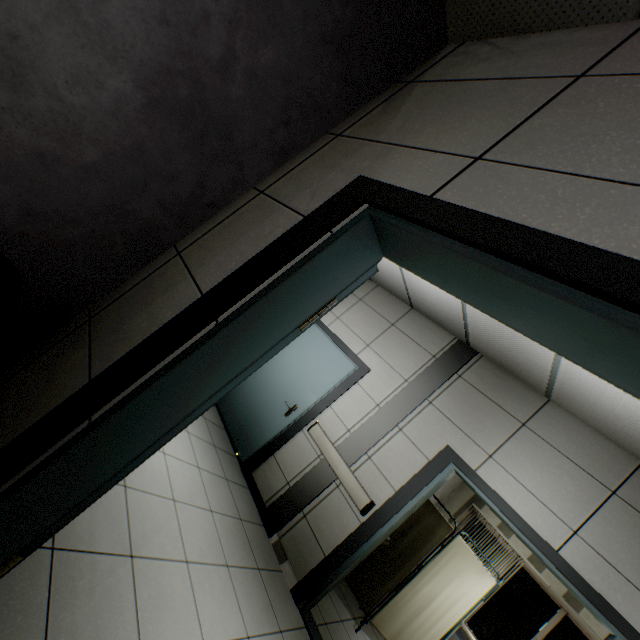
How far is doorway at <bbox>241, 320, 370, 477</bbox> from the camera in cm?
425

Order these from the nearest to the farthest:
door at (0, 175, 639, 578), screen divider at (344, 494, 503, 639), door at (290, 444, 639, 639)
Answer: door at (0, 175, 639, 578) → door at (290, 444, 639, 639) → screen divider at (344, 494, 503, 639)

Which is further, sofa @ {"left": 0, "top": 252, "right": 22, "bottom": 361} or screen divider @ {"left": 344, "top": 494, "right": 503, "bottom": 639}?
screen divider @ {"left": 344, "top": 494, "right": 503, "bottom": 639}

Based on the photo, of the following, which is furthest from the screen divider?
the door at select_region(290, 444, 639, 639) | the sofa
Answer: the sofa

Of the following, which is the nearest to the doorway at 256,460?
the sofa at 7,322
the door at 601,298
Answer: the door at 601,298

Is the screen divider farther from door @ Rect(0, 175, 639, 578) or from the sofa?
the sofa

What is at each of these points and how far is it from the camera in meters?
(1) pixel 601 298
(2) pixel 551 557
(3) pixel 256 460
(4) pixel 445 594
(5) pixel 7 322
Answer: (1) door, 0.6
(2) door, 2.7
(3) doorway, 4.3
(4) screen divider, 4.1
(5) sofa, 1.0

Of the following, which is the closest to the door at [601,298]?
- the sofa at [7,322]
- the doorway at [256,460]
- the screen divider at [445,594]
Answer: the sofa at [7,322]
